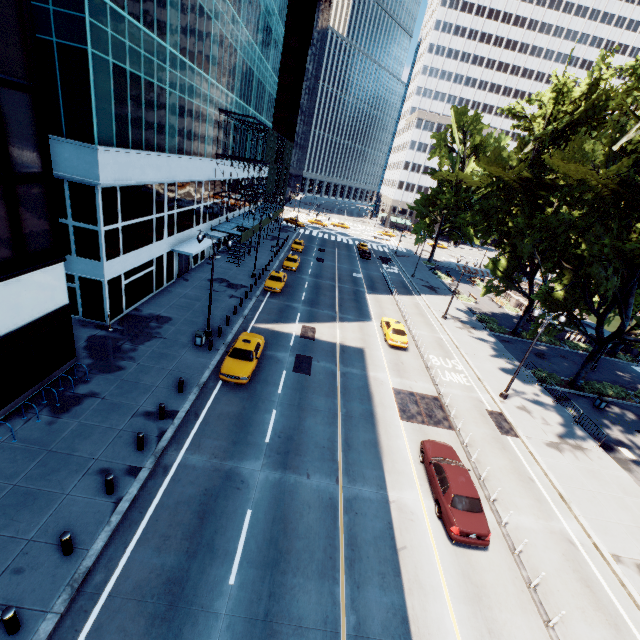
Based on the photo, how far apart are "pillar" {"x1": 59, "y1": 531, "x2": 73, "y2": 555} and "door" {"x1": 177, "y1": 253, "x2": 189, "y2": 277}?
24.7m

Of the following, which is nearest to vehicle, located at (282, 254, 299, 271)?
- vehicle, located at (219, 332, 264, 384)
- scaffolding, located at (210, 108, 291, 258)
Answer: scaffolding, located at (210, 108, 291, 258)

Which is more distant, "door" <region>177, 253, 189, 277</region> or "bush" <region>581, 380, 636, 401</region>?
"door" <region>177, 253, 189, 277</region>

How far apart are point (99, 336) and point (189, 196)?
16.11m

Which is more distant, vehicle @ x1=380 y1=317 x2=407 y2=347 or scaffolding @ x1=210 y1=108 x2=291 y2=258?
scaffolding @ x1=210 y1=108 x2=291 y2=258

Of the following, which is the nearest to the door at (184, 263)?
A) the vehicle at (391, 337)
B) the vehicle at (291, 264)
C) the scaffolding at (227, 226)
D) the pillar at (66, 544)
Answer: the scaffolding at (227, 226)

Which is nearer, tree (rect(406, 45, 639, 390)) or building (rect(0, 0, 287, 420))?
building (rect(0, 0, 287, 420))

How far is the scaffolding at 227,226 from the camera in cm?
3512
